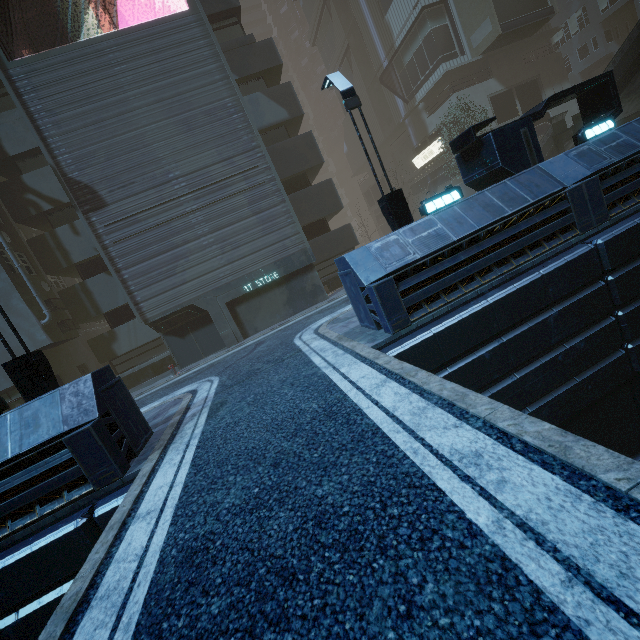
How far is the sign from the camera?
30.5 meters

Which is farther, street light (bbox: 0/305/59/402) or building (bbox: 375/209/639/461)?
street light (bbox: 0/305/59/402)

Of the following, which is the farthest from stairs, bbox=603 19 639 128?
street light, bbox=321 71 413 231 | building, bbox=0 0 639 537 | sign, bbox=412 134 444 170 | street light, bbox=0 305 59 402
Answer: street light, bbox=0 305 59 402

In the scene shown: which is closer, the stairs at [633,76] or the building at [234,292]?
the building at [234,292]

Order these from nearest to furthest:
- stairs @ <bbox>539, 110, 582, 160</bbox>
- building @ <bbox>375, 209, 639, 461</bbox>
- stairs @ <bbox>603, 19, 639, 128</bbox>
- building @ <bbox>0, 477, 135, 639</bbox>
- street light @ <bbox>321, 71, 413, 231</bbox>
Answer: building @ <bbox>0, 477, 135, 639</bbox>, building @ <bbox>375, 209, 639, 461</bbox>, street light @ <bbox>321, 71, 413, 231</bbox>, stairs @ <bbox>603, 19, 639, 128</bbox>, stairs @ <bbox>539, 110, 582, 160</bbox>

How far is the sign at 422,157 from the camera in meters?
30.5 m

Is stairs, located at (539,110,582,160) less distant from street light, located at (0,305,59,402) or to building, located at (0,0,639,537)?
building, located at (0,0,639,537)

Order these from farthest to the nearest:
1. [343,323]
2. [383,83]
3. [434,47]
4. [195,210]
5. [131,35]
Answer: [383,83], [434,47], [195,210], [131,35], [343,323]
